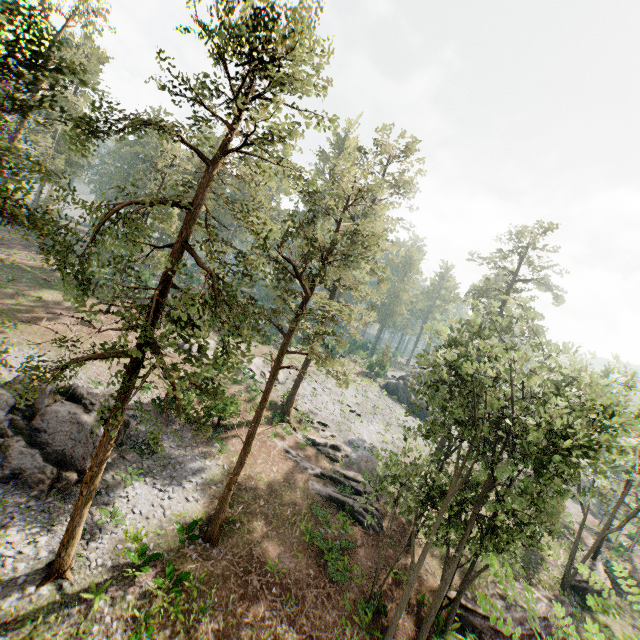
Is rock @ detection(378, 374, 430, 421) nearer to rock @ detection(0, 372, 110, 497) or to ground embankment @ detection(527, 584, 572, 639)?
ground embankment @ detection(527, 584, 572, 639)

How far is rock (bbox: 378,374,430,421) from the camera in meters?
50.7 m

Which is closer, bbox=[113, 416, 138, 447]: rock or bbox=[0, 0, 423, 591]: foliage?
bbox=[0, 0, 423, 591]: foliage

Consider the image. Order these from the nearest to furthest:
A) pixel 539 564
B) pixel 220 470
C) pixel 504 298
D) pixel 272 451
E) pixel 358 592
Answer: pixel 358 592 < pixel 220 470 < pixel 504 298 < pixel 272 451 < pixel 539 564

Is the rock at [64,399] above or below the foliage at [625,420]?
below

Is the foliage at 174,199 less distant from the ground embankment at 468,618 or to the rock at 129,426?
the ground embankment at 468,618

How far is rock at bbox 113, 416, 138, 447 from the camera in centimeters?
2095cm

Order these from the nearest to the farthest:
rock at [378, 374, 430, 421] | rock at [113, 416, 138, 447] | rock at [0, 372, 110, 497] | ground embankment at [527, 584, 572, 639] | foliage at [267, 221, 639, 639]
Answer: foliage at [267, 221, 639, 639] < rock at [0, 372, 110, 497] < rock at [113, 416, 138, 447] < ground embankment at [527, 584, 572, 639] < rock at [378, 374, 430, 421]
